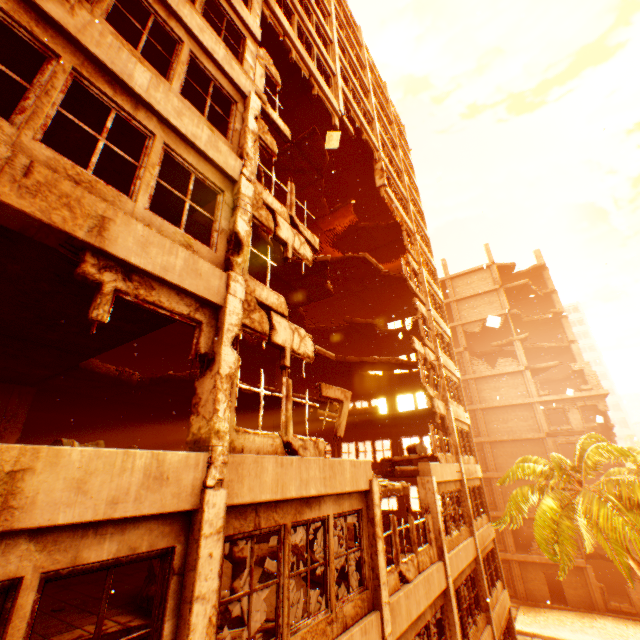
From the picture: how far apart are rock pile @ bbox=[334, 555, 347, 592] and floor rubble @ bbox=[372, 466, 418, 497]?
Result: 0.91m

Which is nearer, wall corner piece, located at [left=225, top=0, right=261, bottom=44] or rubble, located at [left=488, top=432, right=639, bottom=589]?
wall corner piece, located at [left=225, top=0, right=261, bottom=44]

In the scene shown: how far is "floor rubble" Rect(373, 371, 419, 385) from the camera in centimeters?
2205cm

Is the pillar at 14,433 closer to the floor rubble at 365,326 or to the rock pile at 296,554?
the floor rubble at 365,326

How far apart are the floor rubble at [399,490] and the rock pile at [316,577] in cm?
91

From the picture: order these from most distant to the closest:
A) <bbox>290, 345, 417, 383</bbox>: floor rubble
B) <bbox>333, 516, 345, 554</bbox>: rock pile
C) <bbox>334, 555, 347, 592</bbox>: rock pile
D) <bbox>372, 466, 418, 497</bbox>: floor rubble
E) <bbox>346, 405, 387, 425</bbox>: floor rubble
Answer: <bbox>290, 345, 417, 383</bbox>: floor rubble, <bbox>346, 405, 387, 425</bbox>: floor rubble, <bbox>333, 516, 345, 554</bbox>: rock pile, <bbox>372, 466, 418, 497</bbox>: floor rubble, <bbox>334, 555, 347, 592</bbox>: rock pile

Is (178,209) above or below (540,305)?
below
